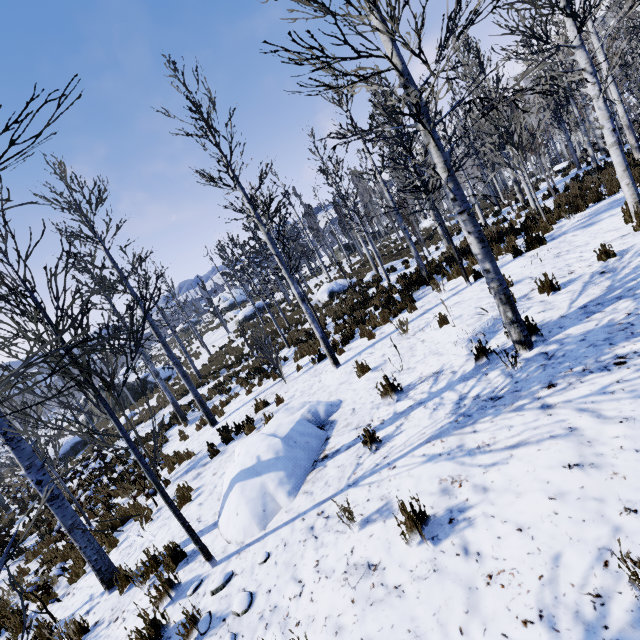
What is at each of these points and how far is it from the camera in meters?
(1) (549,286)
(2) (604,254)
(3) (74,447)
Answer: (1) instancedfoliageactor, 5.1
(2) instancedfoliageactor, 5.1
(3) rock, 22.5

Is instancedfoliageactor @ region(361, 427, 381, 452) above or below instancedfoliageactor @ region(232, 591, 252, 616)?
above

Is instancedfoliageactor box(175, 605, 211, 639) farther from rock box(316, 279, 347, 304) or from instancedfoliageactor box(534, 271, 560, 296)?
rock box(316, 279, 347, 304)

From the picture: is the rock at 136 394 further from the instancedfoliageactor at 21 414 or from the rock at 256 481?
the instancedfoliageactor at 21 414

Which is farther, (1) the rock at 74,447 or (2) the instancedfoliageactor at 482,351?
(1) the rock at 74,447

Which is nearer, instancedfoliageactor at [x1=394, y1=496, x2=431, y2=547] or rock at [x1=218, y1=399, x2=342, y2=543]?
instancedfoliageactor at [x1=394, y1=496, x2=431, y2=547]

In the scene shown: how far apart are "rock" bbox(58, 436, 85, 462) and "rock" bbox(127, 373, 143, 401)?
4.0m

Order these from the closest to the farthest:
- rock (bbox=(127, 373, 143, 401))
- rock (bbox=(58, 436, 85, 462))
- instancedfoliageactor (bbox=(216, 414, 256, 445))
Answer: instancedfoliageactor (bbox=(216, 414, 256, 445)) → rock (bbox=(58, 436, 85, 462)) → rock (bbox=(127, 373, 143, 401))
